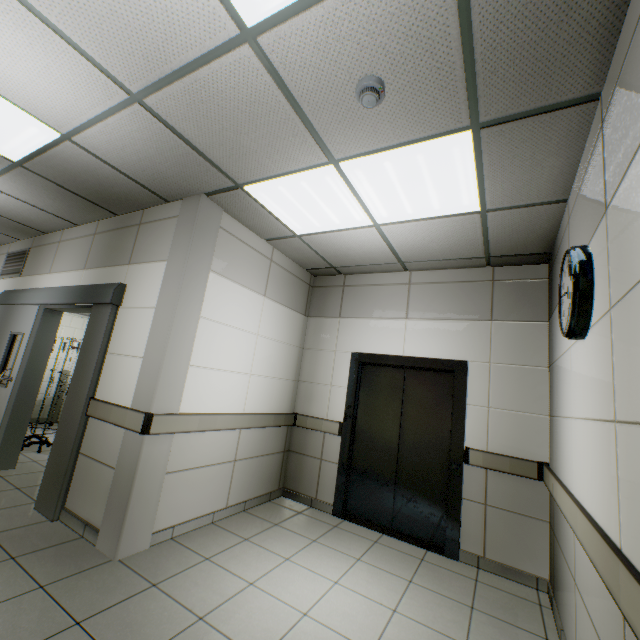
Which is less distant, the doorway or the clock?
the clock

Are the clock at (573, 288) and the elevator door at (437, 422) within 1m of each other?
no

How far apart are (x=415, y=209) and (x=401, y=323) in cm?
173

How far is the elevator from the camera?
3.47m

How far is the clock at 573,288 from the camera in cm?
176

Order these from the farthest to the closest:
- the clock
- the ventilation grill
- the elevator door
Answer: the ventilation grill
the elevator door
the clock

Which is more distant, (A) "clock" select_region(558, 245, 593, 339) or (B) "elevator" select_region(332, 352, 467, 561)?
(B) "elevator" select_region(332, 352, 467, 561)

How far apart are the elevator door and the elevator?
0.0m
